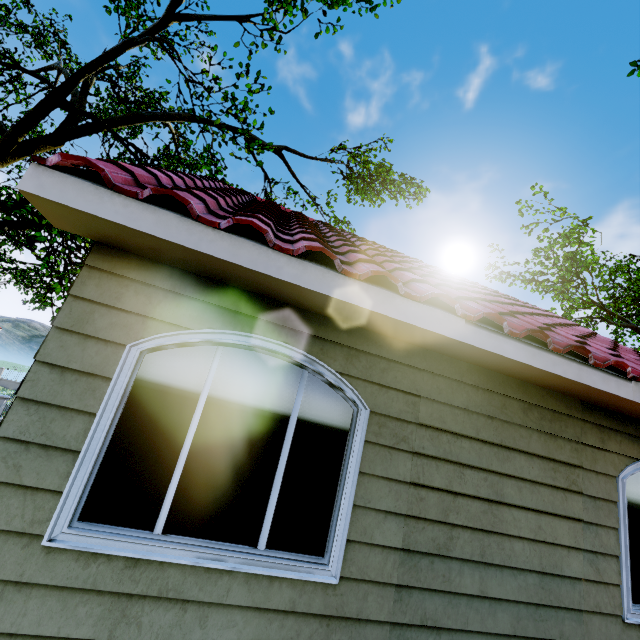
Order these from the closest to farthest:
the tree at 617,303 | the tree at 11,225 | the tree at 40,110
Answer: the tree at 11,225 < the tree at 40,110 < the tree at 617,303

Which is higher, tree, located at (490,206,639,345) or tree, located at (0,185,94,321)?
tree, located at (490,206,639,345)

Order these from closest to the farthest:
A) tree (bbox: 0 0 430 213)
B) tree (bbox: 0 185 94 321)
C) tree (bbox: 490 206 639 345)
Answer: tree (bbox: 0 185 94 321), tree (bbox: 0 0 430 213), tree (bbox: 490 206 639 345)

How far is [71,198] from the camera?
2.04m

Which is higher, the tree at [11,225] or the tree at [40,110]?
the tree at [40,110]

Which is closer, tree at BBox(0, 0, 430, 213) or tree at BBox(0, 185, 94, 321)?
tree at BBox(0, 185, 94, 321)
